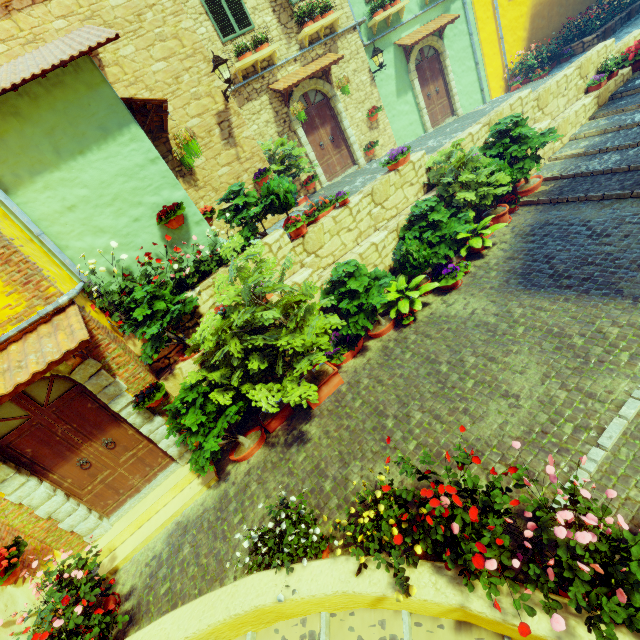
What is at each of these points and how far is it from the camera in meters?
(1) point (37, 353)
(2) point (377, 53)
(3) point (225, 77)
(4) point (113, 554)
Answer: (1) door eaves, 4.3 m
(2) street light, 10.6 m
(3) street light, 7.5 m
(4) stair, 5.6 m

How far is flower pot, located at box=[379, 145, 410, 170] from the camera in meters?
7.3 m

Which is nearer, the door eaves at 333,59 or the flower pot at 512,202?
the flower pot at 512,202

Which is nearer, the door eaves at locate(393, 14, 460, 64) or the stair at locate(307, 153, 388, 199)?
the stair at locate(307, 153, 388, 199)

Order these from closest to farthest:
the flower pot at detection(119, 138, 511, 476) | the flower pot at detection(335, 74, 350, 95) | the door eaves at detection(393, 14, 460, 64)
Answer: the flower pot at detection(119, 138, 511, 476) → the flower pot at detection(335, 74, 350, 95) → the door eaves at detection(393, 14, 460, 64)

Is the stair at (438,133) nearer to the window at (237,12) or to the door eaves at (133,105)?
the door eaves at (133,105)

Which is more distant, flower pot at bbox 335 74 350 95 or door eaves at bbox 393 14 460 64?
door eaves at bbox 393 14 460 64

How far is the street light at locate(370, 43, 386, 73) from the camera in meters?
10.7
